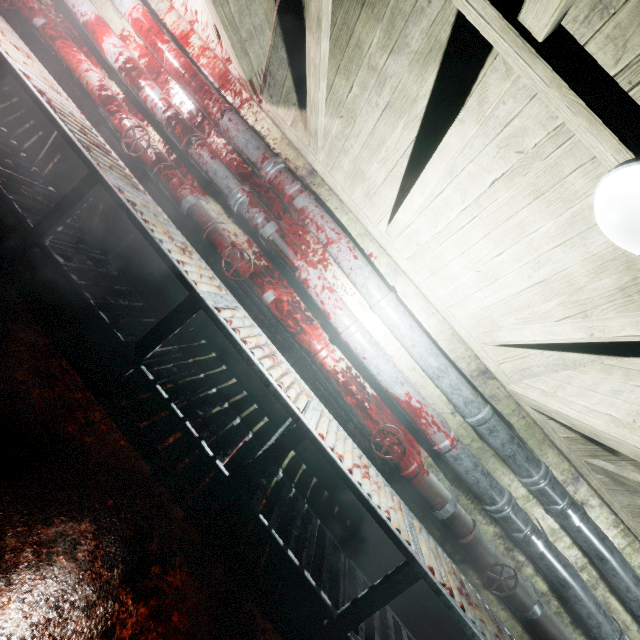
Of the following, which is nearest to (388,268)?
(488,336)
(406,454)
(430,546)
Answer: (488,336)

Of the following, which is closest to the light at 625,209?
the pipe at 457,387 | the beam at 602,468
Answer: the beam at 602,468

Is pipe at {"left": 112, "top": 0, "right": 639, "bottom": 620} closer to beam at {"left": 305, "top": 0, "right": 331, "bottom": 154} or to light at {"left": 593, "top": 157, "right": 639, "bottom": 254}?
beam at {"left": 305, "top": 0, "right": 331, "bottom": 154}

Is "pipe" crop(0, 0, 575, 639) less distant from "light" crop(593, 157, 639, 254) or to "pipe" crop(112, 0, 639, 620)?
"pipe" crop(112, 0, 639, 620)

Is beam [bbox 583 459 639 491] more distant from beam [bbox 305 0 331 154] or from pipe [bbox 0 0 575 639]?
pipe [bbox 0 0 575 639]

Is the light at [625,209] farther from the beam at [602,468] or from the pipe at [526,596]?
the pipe at [526,596]

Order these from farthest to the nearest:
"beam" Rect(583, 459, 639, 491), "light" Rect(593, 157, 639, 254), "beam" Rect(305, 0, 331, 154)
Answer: "beam" Rect(583, 459, 639, 491), "beam" Rect(305, 0, 331, 154), "light" Rect(593, 157, 639, 254)

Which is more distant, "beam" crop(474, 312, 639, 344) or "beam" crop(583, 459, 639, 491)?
"beam" crop(583, 459, 639, 491)
